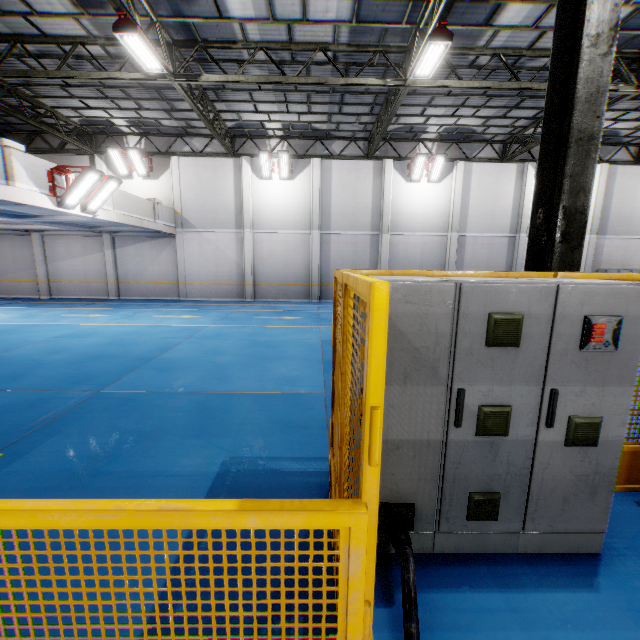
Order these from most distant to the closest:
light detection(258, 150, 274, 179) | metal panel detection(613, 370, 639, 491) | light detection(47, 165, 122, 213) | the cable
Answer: light detection(258, 150, 274, 179), light detection(47, 165, 122, 213), metal panel detection(613, 370, 639, 491), the cable

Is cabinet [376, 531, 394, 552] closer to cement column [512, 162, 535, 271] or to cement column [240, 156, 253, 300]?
cement column [240, 156, 253, 300]

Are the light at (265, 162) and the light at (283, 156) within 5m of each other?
yes

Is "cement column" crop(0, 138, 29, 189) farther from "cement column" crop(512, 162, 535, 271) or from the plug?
"cement column" crop(512, 162, 535, 271)

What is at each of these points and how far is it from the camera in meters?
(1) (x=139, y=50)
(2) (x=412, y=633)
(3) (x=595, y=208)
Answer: (1) light, 8.3
(2) cable, 1.8
(3) cement column, 18.3

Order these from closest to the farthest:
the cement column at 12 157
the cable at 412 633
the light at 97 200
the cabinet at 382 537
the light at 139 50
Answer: the cable at 412 633, the cabinet at 382 537, the light at 139 50, the cement column at 12 157, the light at 97 200

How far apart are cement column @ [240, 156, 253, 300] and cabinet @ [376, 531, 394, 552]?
16.6m

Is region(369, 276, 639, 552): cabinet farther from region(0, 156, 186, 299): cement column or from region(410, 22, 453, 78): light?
region(0, 156, 186, 299): cement column
